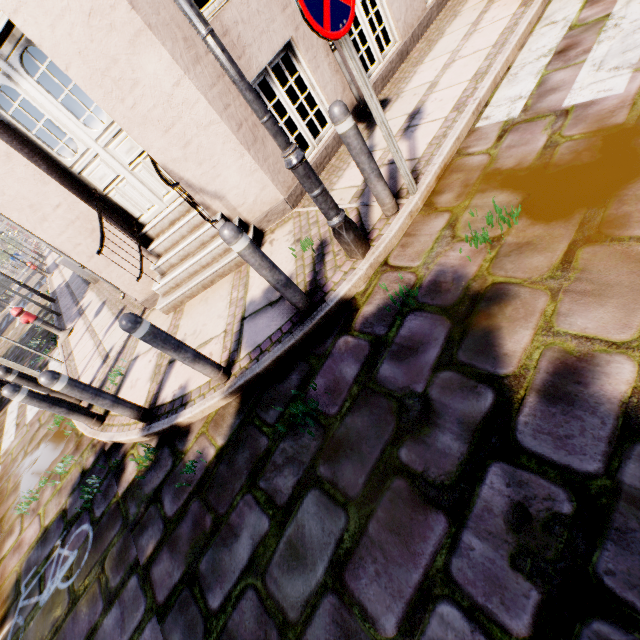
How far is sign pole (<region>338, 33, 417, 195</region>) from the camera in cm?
232

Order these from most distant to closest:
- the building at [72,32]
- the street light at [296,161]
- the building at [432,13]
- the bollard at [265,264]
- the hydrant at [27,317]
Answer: the hydrant at [27,317] < the building at [432,13] < the building at [72,32] < the bollard at [265,264] < the street light at [296,161]

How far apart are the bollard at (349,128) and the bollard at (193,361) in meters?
2.2 m

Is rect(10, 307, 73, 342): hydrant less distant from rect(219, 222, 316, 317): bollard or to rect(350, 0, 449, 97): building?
rect(350, 0, 449, 97): building

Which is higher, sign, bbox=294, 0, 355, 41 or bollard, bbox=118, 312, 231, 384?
sign, bbox=294, 0, 355, 41

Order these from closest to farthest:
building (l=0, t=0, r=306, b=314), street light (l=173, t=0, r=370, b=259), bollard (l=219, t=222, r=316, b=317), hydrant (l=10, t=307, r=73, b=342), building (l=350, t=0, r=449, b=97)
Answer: street light (l=173, t=0, r=370, b=259) → bollard (l=219, t=222, r=316, b=317) → building (l=0, t=0, r=306, b=314) → building (l=350, t=0, r=449, b=97) → hydrant (l=10, t=307, r=73, b=342)

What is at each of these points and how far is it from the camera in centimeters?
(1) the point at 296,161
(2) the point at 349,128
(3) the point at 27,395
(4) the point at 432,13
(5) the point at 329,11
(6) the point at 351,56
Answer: (1) street light, 240cm
(2) bollard, 258cm
(3) bollard, 371cm
(4) building, 556cm
(5) sign, 212cm
(6) sign pole, 234cm

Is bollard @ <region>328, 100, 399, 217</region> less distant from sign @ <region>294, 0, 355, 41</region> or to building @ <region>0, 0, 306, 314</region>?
sign @ <region>294, 0, 355, 41</region>
